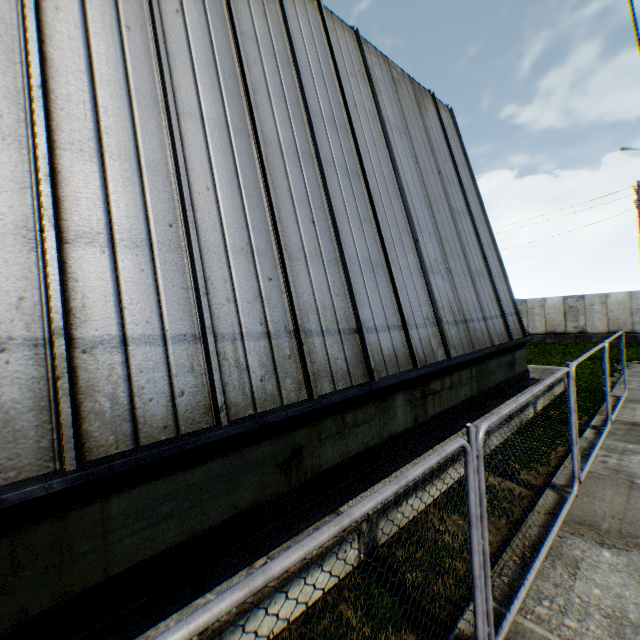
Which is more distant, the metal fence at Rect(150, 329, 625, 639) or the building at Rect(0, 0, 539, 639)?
the building at Rect(0, 0, 539, 639)

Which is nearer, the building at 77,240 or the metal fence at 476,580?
the metal fence at 476,580

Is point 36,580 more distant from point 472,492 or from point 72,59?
point 72,59
